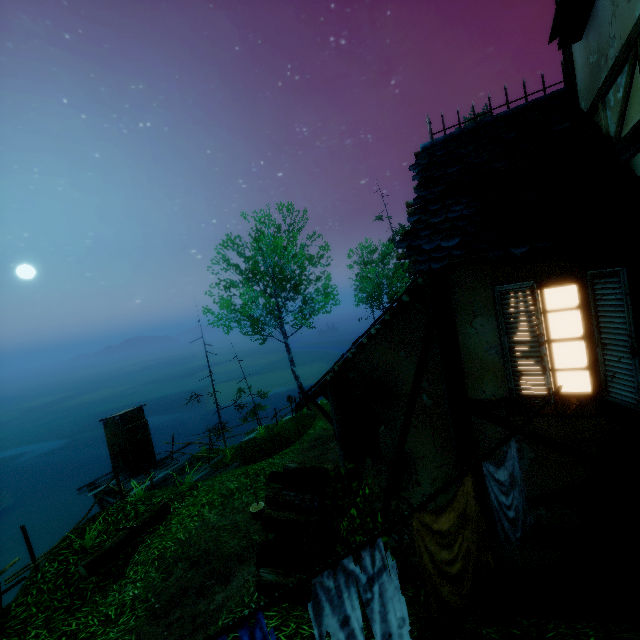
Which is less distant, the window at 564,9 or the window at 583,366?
the window at 583,366

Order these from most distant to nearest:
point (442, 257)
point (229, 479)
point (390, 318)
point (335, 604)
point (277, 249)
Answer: point (277, 249) < point (229, 479) < point (390, 318) < point (442, 257) < point (335, 604)

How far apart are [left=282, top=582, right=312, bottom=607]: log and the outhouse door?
10.30m

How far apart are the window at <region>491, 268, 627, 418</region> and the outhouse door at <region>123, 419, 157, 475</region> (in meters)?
14.43

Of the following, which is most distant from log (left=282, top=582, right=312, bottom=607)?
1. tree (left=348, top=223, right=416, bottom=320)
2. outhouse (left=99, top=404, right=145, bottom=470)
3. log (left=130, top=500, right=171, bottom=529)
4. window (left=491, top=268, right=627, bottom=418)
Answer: tree (left=348, top=223, right=416, bottom=320)

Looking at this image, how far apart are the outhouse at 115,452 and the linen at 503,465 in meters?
14.3 m

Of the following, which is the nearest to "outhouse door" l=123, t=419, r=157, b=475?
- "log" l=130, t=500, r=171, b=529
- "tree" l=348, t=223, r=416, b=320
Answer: "log" l=130, t=500, r=171, b=529

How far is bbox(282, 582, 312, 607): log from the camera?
4.61m
